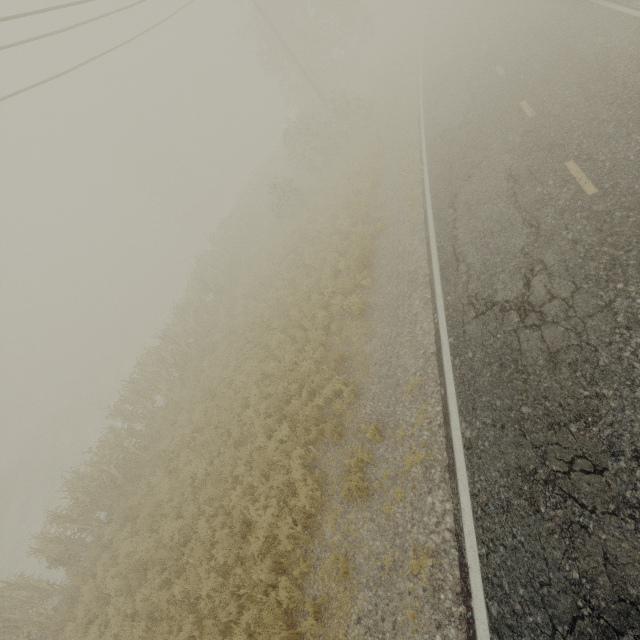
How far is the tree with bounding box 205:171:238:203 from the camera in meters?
55.6

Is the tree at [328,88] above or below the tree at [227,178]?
below

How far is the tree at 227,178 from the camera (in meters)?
55.59

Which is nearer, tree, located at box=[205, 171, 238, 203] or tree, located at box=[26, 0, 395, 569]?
tree, located at box=[26, 0, 395, 569]

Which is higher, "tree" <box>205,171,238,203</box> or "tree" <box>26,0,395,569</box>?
"tree" <box>205,171,238,203</box>

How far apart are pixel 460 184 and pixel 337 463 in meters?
9.5
